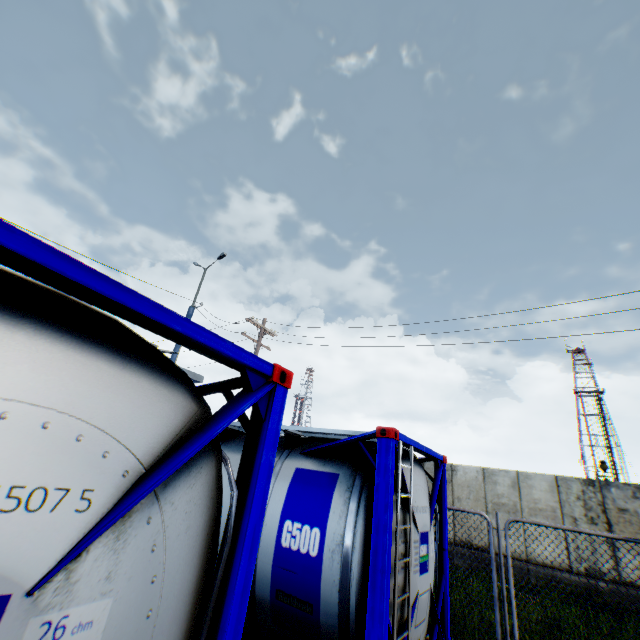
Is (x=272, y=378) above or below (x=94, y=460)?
above
